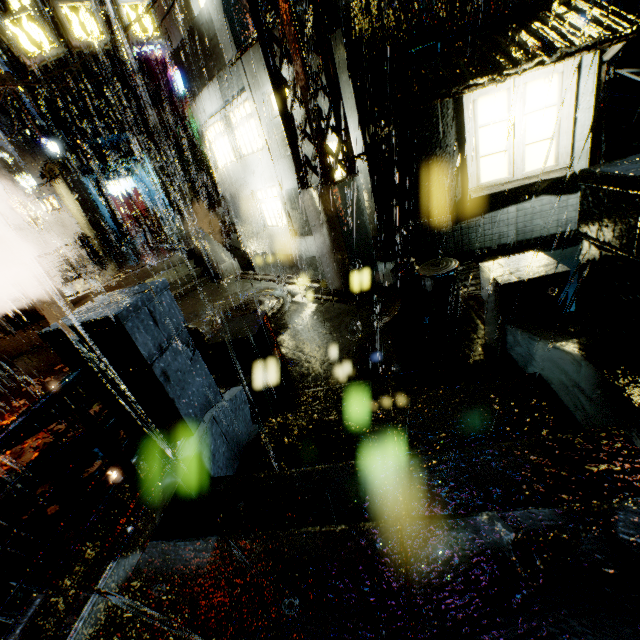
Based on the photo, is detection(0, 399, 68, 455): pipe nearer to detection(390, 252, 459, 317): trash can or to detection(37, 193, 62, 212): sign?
detection(390, 252, 459, 317): trash can

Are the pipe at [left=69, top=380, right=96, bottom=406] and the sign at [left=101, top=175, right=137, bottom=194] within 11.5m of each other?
no

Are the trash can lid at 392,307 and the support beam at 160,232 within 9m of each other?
no

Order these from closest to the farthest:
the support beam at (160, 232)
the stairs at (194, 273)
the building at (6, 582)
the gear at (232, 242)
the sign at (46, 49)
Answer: the building at (6, 582), the sign at (46, 49), the stairs at (194, 273), the support beam at (160, 232), the gear at (232, 242)

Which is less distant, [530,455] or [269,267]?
[530,455]

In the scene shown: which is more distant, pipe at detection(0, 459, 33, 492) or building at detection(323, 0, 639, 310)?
building at detection(323, 0, 639, 310)

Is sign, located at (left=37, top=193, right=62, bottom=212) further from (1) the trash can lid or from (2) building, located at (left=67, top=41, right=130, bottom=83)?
(1) the trash can lid

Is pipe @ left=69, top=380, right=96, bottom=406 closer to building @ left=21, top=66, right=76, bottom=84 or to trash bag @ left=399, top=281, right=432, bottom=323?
building @ left=21, top=66, right=76, bottom=84
